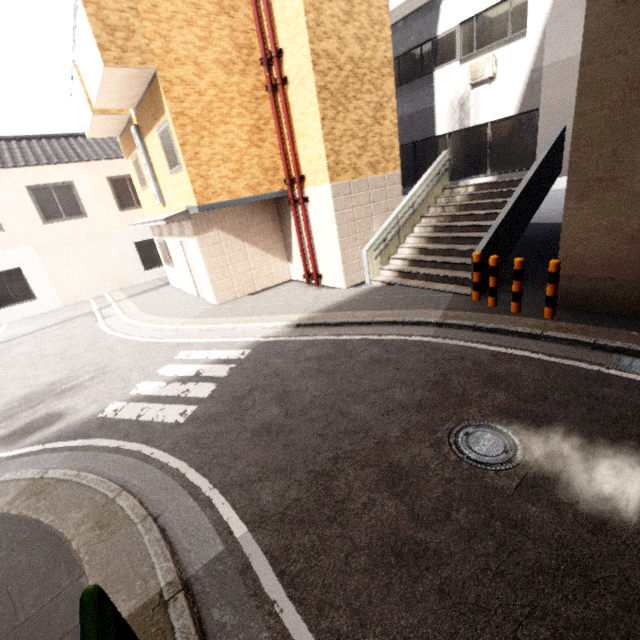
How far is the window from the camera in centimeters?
826cm

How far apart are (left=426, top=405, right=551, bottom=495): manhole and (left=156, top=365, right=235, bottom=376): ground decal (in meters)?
3.69

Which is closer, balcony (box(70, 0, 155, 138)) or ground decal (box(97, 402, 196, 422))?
ground decal (box(97, 402, 196, 422))

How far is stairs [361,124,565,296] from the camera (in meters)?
7.80

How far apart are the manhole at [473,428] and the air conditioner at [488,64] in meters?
10.9

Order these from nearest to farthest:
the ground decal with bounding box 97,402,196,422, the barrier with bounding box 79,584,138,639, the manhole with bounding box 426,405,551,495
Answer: the barrier with bounding box 79,584,138,639 < the manhole with bounding box 426,405,551,495 < the ground decal with bounding box 97,402,196,422

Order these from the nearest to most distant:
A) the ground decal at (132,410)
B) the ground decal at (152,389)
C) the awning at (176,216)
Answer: the ground decal at (132,410) → the ground decal at (152,389) → the awning at (176,216)

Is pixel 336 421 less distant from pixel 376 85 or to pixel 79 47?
pixel 376 85
